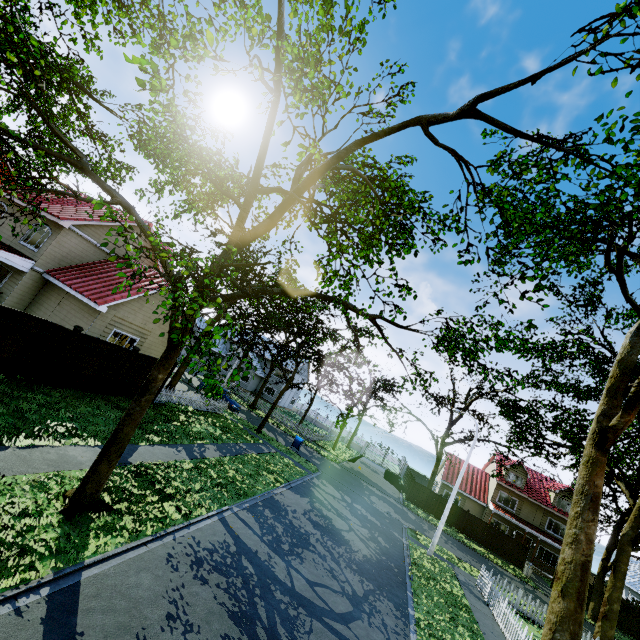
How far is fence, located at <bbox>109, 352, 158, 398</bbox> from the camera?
15.3 meters

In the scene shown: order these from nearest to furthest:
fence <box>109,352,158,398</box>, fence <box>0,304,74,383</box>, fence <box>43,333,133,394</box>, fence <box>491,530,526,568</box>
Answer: fence <box>0,304,74,383</box> → fence <box>43,333,133,394</box> → fence <box>109,352,158,398</box> → fence <box>491,530,526,568</box>

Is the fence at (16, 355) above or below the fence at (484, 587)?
above

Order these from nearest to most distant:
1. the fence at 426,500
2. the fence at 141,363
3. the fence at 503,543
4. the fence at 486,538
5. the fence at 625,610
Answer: the fence at 141,363, the fence at 625,610, the fence at 503,543, the fence at 486,538, the fence at 426,500

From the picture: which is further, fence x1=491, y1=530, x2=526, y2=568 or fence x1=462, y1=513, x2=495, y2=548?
fence x1=462, y1=513, x2=495, y2=548

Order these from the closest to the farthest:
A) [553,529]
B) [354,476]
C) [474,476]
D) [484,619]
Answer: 1. [484,619]
2. [354,476]
3. [553,529]
4. [474,476]
